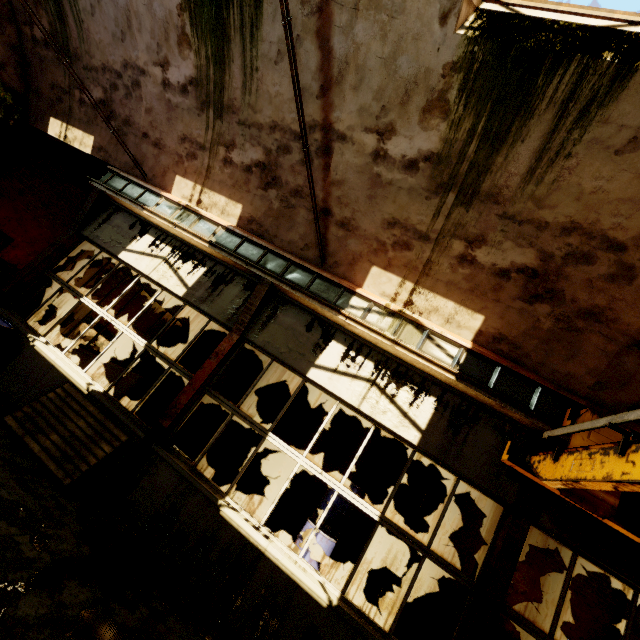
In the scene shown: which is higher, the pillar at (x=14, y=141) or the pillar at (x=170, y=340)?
the pillar at (x=14, y=141)

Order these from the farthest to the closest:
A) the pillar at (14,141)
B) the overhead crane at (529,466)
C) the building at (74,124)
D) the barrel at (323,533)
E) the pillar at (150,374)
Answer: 1. the pillar at (150,374)
2. the pillar at (14,141)
3. the building at (74,124)
4. the barrel at (323,533)
5. the overhead crane at (529,466)

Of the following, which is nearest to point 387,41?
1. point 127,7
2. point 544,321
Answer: point 544,321

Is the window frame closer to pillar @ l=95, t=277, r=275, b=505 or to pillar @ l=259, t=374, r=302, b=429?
pillar @ l=95, t=277, r=275, b=505

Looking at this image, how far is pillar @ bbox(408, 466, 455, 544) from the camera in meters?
8.2

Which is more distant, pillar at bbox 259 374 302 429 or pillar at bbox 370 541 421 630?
pillar at bbox 259 374 302 429

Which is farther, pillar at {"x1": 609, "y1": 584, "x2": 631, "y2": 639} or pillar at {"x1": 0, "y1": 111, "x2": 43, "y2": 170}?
pillar at {"x1": 0, "y1": 111, "x2": 43, "y2": 170}

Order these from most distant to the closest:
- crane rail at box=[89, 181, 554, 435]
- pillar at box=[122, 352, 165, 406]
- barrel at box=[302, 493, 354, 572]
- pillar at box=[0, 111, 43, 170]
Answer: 1. pillar at box=[122, 352, 165, 406]
2. pillar at box=[0, 111, 43, 170]
3. barrel at box=[302, 493, 354, 572]
4. crane rail at box=[89, 181, 554, 435]
